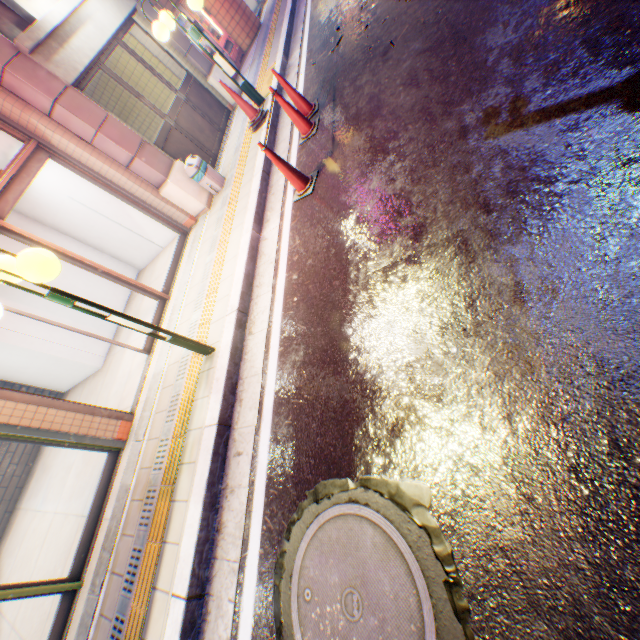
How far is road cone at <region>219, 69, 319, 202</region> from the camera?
4.2 meters

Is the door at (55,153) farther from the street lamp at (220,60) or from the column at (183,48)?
the column at (183,48)

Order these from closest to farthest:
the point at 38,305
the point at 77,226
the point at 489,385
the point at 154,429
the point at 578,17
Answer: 1. the point at 489,385
2. the point at 578,17
3. the point at 154,429
4. the point at 38,305
5. the point at 77,226

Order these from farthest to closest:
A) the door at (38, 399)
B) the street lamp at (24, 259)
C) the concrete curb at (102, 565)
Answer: the door at (38, 399) → the concrete curb at (102, 565) → the street lamp at (24, 259)

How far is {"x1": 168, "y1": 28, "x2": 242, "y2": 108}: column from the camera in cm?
749

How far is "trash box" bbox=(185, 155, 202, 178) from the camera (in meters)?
6.02

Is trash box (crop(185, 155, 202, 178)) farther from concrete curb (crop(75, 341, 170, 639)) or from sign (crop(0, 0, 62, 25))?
sign (crop(0, 0, 62, 25))

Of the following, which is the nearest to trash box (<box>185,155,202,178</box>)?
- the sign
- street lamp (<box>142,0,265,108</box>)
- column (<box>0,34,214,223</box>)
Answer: column (<box>0,34,214,223</box>)
